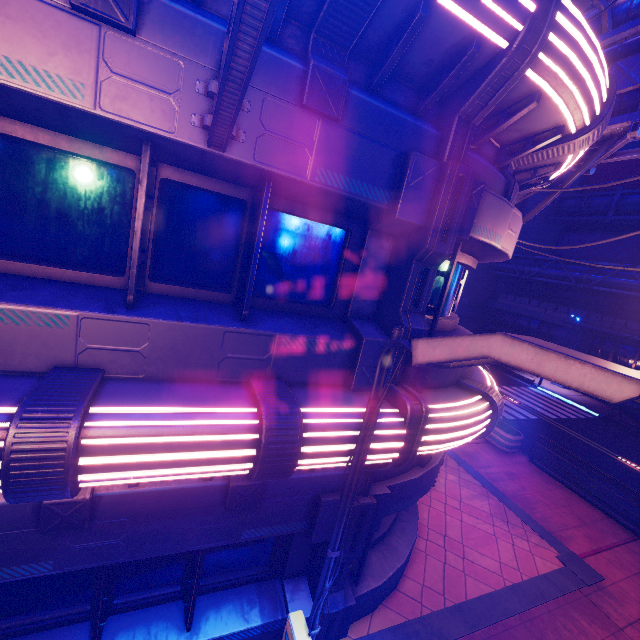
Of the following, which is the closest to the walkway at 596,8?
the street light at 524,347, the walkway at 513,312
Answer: the street light at 524,347

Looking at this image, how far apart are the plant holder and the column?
17.6 meters

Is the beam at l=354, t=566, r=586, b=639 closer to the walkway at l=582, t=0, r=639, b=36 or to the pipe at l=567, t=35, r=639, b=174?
the pipe at l=567, t=35, r=639, b=174

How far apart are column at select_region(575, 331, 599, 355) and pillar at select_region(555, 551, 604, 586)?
23.3m

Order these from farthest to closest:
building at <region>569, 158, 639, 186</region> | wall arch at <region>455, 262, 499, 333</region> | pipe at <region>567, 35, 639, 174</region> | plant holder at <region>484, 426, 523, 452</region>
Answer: wall arch at <region>455, 262, 499, 333</region>
building at <region>569, 158, 639, 186</region>
plant holder at <region>484, 426, 523, 452</region>
pipe at <region>567, 35, 639, 174</region>

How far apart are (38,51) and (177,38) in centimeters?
102cm

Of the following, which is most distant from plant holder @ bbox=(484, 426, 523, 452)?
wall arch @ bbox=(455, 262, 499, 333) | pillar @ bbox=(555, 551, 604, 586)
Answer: wall arch @ bbox=(455, 262, 499, 333)

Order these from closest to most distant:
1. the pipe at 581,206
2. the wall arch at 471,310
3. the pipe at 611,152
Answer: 1. the pipe at 611,152
2. the pipe at 581,206
3. the wall arch at 471,310
